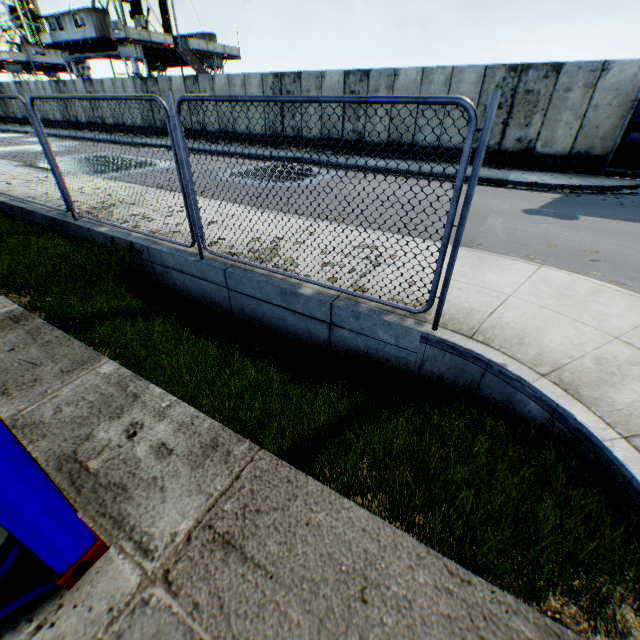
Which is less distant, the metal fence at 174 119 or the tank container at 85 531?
the tank container at 85 531

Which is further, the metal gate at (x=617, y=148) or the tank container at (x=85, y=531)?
the metal gate at (x=617, y=148)

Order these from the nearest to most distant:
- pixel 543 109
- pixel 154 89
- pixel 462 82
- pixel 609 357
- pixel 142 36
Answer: pixel 609 357 < pixel 543 109 < pixel 462 82 < pixel 154 89 < pixel 142 36

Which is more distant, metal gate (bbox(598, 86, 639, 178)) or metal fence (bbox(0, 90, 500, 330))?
metal gate (bbox(598, 86, 639, 178))

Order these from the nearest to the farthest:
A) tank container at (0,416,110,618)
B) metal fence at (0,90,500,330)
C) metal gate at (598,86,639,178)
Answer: tank container at (0,416,110,618)
metal fence at (0,90,500,330)
metal gate at (598,86,639,178)

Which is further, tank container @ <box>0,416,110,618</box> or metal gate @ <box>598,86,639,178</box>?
metal gate @ <box>598,86,639,178</box>

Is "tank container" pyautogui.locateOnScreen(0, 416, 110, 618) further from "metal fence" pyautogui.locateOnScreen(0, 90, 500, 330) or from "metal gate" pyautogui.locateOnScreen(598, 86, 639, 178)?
"metal gate" pyautogui.locateOnScreen(598, 86, 639, 178)
